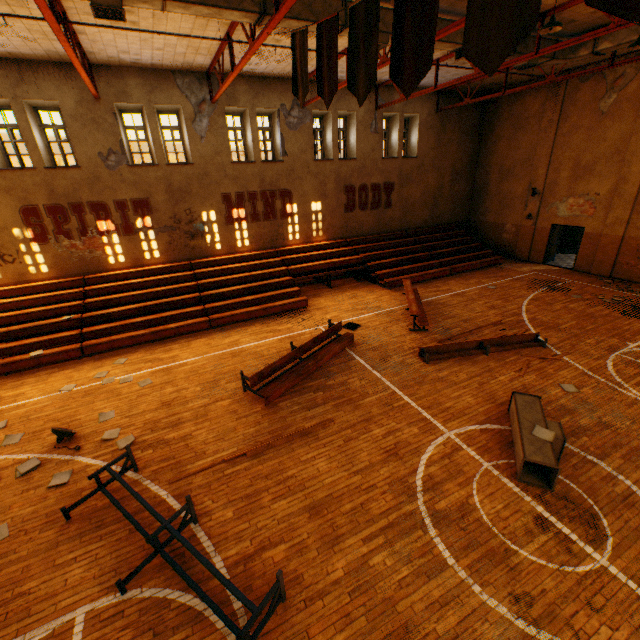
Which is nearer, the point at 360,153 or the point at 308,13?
the point at 308,13

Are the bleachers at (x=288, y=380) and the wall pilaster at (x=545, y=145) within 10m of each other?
no

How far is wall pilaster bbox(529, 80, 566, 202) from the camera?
15.6 meters

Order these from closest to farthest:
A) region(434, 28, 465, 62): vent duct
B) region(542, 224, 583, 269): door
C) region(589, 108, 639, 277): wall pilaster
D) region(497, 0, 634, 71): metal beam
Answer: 1. region(497, 0, 634, 71): metal beam
2. region(434, 28, 465, 62): vent duct
3. region(589, 108, 639, 277): wall pilaster
4. region(542, 224, 583, 269): door

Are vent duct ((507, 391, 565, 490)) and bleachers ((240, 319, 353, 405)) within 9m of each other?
yes

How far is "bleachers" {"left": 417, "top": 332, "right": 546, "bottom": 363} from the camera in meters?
9.5

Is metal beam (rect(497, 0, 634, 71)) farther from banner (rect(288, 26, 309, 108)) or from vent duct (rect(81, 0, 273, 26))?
banner (rect(288, 26, 309, 108))

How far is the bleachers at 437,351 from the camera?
9.5 meters
